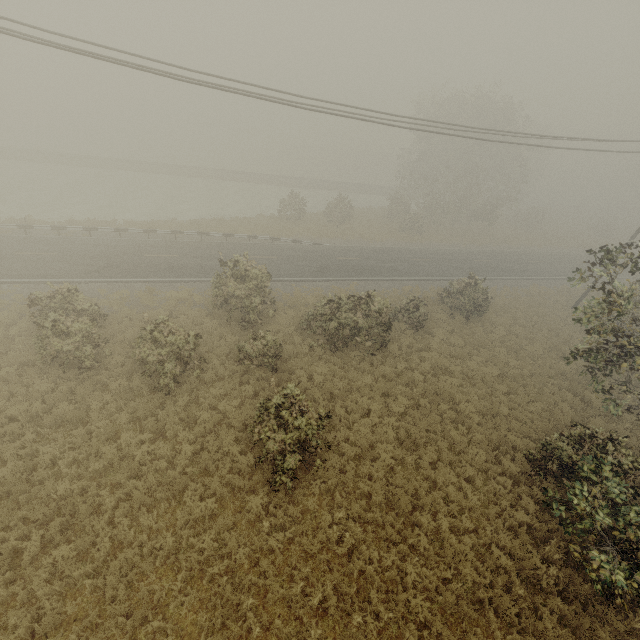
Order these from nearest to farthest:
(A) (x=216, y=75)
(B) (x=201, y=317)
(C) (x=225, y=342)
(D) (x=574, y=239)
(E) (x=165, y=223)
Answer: (A) (x=216, y=75), (C) (x=225, y=342), (B) (x=201, y=317), (E) (x=165, y=223), (D) (x=574, y=239)
